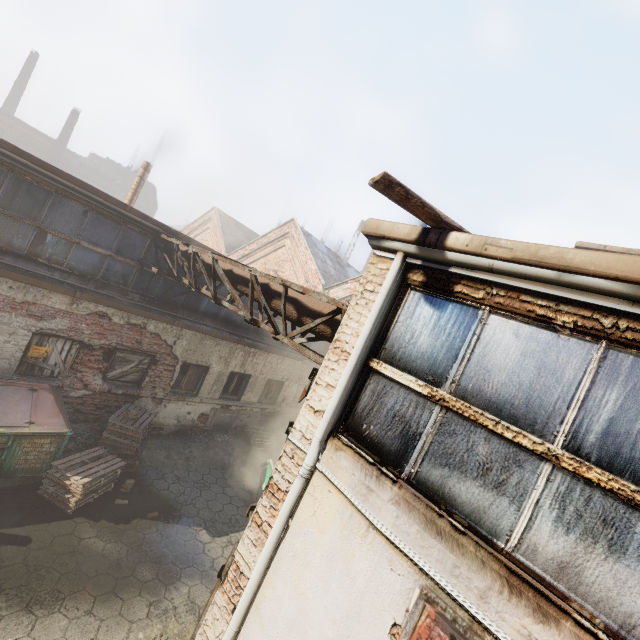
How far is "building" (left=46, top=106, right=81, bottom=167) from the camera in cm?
3756

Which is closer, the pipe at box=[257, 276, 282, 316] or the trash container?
the pipe at box=[257, 276, 282, 316]

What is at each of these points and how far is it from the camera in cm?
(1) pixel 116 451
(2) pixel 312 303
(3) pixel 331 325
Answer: (1) pallet, 811
(2) pipe, 509
(3) pipe, 471

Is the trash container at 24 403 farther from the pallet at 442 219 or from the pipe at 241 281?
the pallet at 442 219

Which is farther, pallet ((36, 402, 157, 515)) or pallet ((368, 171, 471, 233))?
pallet ((36, 402, 157, 515))

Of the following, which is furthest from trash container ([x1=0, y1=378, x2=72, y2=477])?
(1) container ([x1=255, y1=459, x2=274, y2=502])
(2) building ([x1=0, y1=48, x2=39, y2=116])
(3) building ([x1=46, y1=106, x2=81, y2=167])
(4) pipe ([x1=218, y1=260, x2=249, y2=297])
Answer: (2) building ([x1=0, y1=48, x2=39, y2=116])

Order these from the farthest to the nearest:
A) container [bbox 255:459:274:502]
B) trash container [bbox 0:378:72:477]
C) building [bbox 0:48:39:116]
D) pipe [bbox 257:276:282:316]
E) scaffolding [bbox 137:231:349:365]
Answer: building [bbox 0:48:39:116] → container [bbox 255:459:274:502] → trash container [bbox 0:378:72:477] → pipe [bbox 257:276:282:316] → scaffolding [bbox 137:231:349:365]

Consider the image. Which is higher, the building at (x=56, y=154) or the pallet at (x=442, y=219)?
the building at (x=56, y=154)
